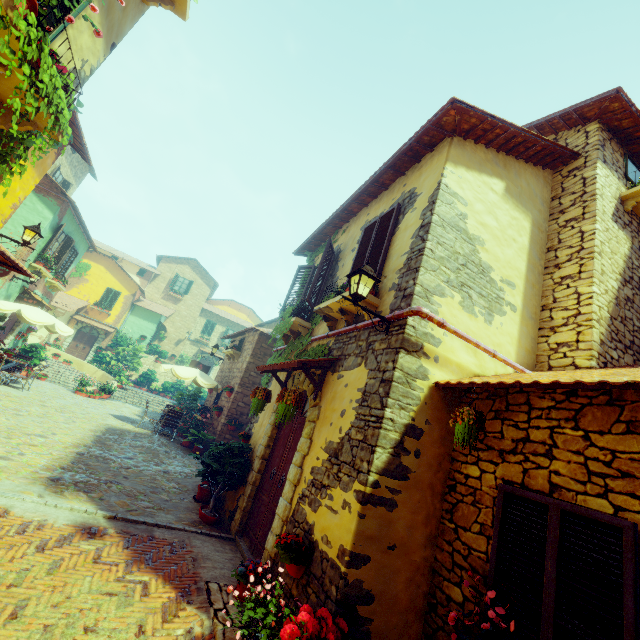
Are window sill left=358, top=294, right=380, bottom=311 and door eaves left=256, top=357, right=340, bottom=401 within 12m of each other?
yes

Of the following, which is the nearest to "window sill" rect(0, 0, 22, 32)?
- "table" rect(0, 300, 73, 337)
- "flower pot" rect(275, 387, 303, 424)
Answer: "flower pot" rect(275, 387, 303, 424)

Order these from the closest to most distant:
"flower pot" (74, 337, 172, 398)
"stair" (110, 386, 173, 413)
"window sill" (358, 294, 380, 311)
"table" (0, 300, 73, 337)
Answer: "window sill" (358, 294, 380, 311) < "table" (0, 300, 73, 337) < "flower pot" (74, 337, 172, 398) < "stair" (110, 386, 173, 413)

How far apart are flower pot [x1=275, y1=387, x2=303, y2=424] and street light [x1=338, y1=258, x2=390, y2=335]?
1.78m

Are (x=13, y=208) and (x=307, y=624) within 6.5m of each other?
no

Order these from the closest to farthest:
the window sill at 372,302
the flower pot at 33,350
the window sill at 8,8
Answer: the window sill at 8,8 < the window sill at 372,302 < the flower pot at 33,350

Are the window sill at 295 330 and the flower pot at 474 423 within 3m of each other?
no

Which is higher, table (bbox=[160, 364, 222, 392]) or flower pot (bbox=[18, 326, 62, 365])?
table (bbox=[160, 364, 222, 392])
